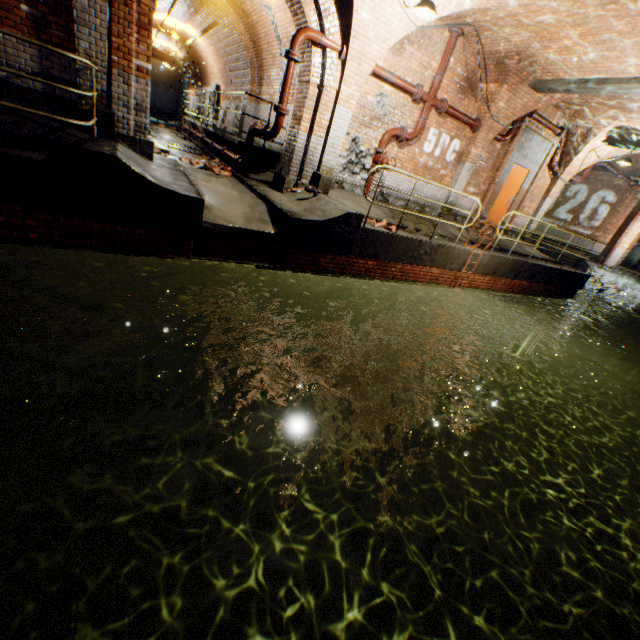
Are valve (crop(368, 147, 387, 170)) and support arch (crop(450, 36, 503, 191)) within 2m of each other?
no

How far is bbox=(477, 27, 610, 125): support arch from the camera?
7.45m

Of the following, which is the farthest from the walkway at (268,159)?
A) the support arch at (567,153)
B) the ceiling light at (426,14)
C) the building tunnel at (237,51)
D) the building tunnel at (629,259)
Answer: the building tunnel at (629,259)

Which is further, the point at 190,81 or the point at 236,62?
the point at 190,81

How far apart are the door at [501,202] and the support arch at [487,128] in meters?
1.8 m

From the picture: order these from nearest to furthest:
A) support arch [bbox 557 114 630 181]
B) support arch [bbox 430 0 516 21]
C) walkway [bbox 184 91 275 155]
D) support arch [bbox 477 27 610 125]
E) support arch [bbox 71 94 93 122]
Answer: support arch [bbox 71 94 93 122]
support arch [bbox 430 0 516 21]
support arch [bbox 477 27 610 125]
walkway [bbox 184 91 275 155]
support arch [bbox 557 114 630 181]

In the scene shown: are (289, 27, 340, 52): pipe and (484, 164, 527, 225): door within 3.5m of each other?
no

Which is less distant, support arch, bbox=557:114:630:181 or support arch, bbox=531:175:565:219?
support arch, bbox=557:114:630:181
